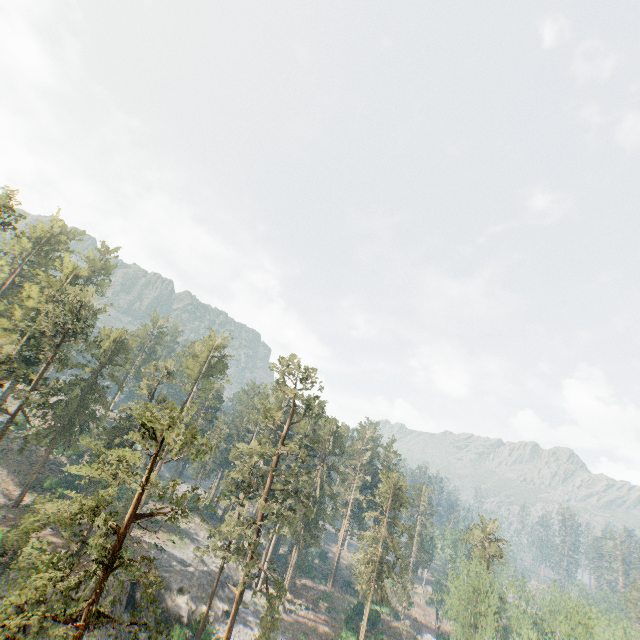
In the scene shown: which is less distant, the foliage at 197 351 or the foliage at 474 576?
the foliage at 197 351

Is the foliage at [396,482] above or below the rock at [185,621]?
above

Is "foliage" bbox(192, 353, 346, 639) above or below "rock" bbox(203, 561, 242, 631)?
above

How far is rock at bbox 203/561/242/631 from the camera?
40.6m

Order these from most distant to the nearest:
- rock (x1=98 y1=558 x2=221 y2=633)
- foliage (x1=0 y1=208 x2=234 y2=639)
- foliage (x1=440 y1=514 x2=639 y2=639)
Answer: rock (x1=98 y1=558 x2=221 y2=633), foliage (x1=440 y1=514 x2=639 y2=639), foliage (x1=0 y1=208 x2=234 y2=639)

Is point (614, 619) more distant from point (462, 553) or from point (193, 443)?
point (193, 443)
